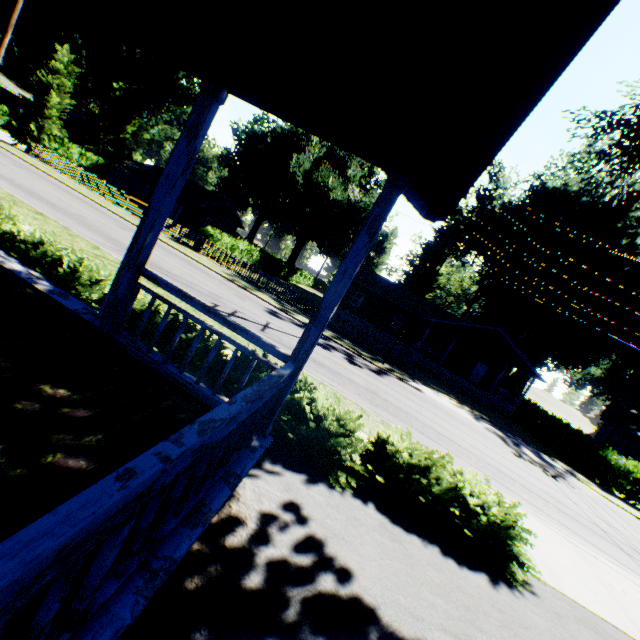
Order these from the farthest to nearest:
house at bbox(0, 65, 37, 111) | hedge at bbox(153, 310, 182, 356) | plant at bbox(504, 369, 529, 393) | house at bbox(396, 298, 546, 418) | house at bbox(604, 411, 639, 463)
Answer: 1. plant at bbox(504, 369, 529, 393)
2. house at bbox(0, 65, 37, 111)
3. house at bbox(604, 411, 639, 463)
4. house at bbox(396, 298, 546, 418)
5. hedge at bbox(153, 310, 182, 356)

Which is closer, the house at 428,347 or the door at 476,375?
the house at 428,347

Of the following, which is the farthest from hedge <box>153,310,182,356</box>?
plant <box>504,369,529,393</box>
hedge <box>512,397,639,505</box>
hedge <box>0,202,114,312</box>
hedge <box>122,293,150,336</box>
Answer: plant <box>504,369,529,393</box>

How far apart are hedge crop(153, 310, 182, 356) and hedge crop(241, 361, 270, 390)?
0.3 meters

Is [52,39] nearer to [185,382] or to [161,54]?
[161,54]

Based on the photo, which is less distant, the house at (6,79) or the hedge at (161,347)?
the hedge at (161,347)

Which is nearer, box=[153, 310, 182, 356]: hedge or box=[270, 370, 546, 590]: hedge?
box=[270, 370, 546, 590]: hedge

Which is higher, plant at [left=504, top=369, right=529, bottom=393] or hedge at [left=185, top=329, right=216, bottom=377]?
plant at [left=504, top=369, right=529, bottom=393]
